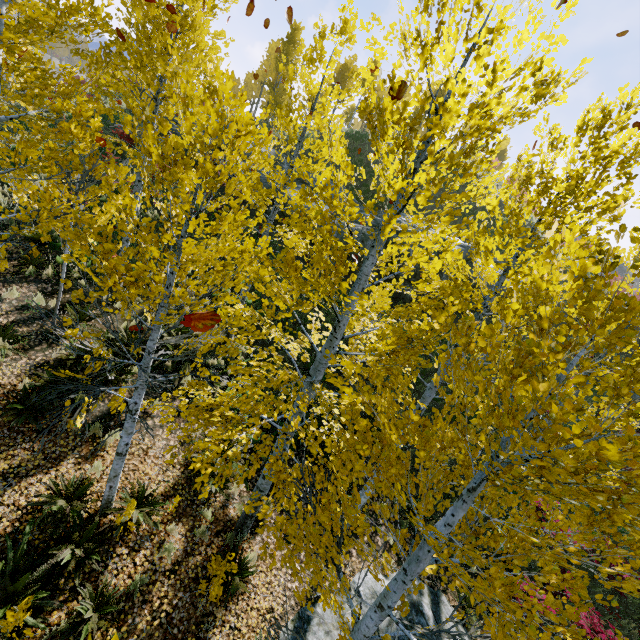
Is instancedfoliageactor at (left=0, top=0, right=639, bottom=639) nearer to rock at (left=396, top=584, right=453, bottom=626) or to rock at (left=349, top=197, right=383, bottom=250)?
rock at (left=396, top=584, right=453, bottom=626)

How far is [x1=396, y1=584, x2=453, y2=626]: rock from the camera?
7.1 meters

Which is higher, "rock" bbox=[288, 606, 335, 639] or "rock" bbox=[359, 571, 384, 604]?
"rock" bbox=[359, 571, 384, 604]

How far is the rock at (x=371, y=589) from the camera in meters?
7.2

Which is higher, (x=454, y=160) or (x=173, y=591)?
(x=454, y=160)

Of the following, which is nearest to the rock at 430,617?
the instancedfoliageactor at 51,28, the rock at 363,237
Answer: the instancedfoliageactor at 51,28

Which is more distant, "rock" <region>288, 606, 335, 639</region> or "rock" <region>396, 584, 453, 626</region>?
"rock" <region>396, 584, 453, 626</region>

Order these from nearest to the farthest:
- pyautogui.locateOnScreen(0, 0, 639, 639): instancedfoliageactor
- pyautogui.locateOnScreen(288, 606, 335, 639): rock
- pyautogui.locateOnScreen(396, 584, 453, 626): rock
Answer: pyautogui.locateOnScreen(0, 0, 639, 639): instancedfoliageactor < pyautogui.locateOnScreen(288, 606, 335, 639): rock < pyautogui.locateOnScreen(396, 584, 453, 626): rock
